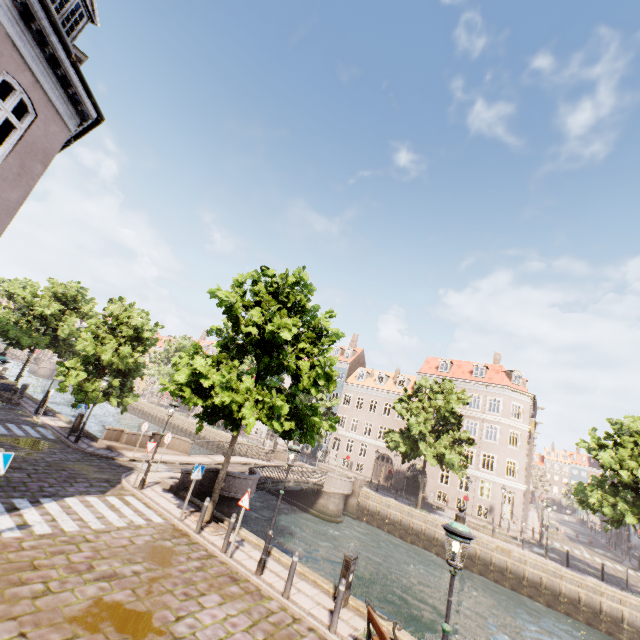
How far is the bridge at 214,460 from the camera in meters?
14.7 m

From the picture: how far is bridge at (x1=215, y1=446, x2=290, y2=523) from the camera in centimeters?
1655cm

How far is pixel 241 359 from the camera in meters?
13.0

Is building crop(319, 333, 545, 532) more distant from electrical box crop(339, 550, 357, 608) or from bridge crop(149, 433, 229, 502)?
electrical box crop(339, 550, 357, 608)

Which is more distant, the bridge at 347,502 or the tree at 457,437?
the tree at 457,437

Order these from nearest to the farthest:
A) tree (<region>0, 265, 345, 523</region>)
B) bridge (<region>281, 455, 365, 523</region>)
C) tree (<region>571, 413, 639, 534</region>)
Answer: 1. tree (<region>0, 265, 345, 523</region>)
2. tree (<region>571, 413, 639, 534</region>)
3. bridge (<region>281, 455, 365, 523</region>)

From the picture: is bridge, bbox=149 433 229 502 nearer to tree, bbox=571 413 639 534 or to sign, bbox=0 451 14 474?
tree, bbox=571 413 639 534

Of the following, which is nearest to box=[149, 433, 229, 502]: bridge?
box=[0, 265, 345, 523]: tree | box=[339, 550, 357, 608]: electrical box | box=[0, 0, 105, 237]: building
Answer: box=[0, 265, 345, 523]: tree
